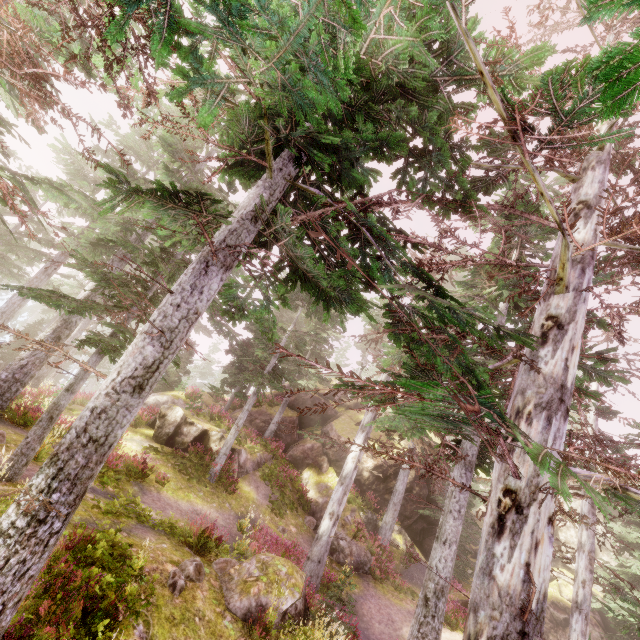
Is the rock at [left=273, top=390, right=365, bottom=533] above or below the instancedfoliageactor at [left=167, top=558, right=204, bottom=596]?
above

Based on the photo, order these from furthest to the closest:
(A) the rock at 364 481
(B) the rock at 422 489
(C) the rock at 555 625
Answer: (C) the rock at 555 625
(B) the rock at 422 489
(A) the rock at 364 481

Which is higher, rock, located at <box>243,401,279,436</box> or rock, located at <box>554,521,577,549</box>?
rock, located at <box>554,521,577,549</box>

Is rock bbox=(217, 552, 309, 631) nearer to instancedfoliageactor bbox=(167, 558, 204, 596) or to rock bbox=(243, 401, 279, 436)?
instancedfoliageactor bbox=(167, 558, 204, 596)

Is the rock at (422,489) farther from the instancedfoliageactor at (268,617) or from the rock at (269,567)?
the rock at (269,567)

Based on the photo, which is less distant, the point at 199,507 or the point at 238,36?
the point at 238,36
